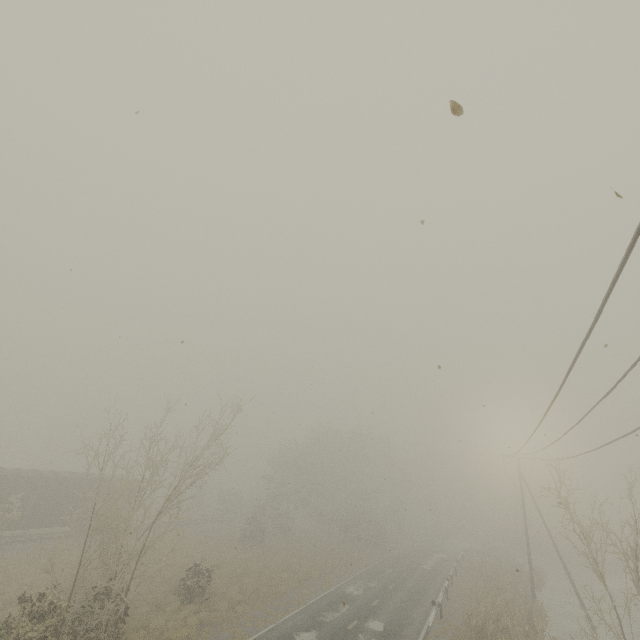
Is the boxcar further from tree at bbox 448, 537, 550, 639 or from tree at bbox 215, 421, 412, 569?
tree at bbox 448, 537, 550, 639

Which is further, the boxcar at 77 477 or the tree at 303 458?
the tree at 303 458

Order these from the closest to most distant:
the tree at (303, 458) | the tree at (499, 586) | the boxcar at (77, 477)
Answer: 1. the tree at (499, 586)
2. the boxcar at (77, 477)
3. the tree at (303, 458)

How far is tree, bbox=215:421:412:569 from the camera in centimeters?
4116cm

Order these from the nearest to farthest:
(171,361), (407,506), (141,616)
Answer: (171,361) < (141,616) < (407,506)

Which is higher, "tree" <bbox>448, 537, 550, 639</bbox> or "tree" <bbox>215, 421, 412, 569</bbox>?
"tree" <bbox>215, 421, 412, 569</bbox>
